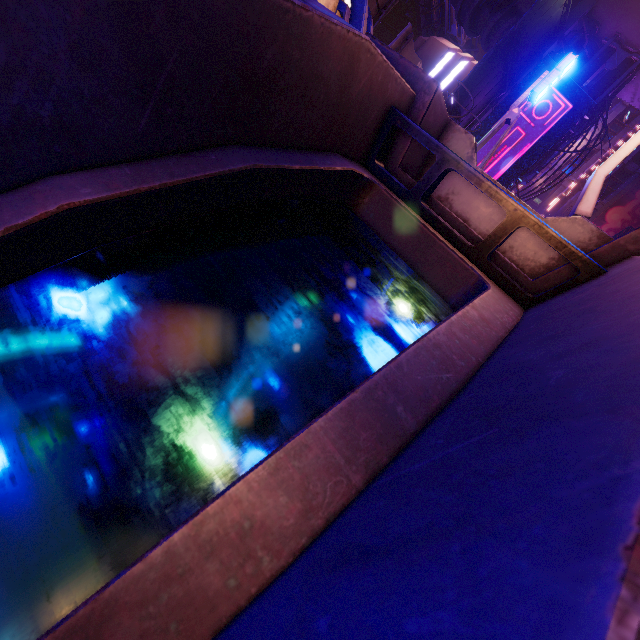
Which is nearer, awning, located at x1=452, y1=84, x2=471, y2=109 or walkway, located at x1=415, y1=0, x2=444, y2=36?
awning, located at x1=452, y1=84, x2=471, y2=109

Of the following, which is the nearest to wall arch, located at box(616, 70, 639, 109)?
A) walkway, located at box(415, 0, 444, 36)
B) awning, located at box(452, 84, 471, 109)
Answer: awning, located at box(452, 84, 471, 109)

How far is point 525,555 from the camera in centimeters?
40cm

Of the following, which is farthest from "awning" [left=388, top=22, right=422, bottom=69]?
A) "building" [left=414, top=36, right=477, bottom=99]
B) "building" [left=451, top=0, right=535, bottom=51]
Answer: "building" [left=414, top=36, right=477, bottom=99]

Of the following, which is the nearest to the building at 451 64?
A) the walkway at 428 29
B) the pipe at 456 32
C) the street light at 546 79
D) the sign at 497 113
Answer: the walkway at 428 29

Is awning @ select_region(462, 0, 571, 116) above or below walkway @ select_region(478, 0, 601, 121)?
above

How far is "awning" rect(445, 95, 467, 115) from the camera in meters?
18.2 m

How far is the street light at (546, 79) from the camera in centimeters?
479cm
